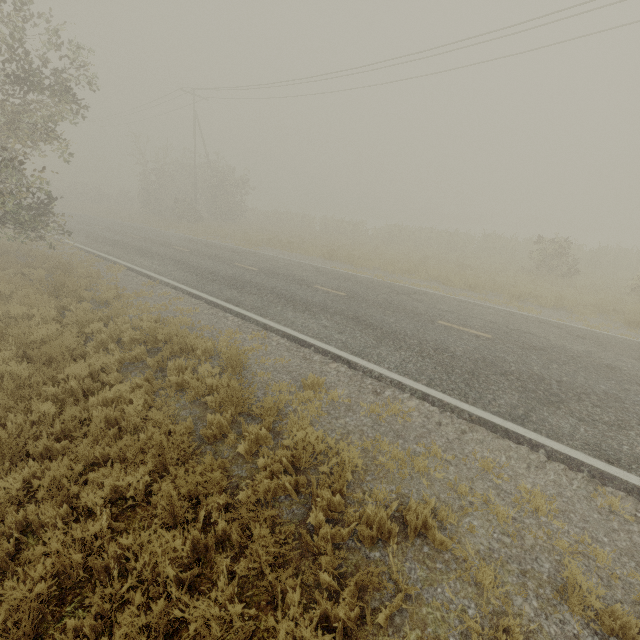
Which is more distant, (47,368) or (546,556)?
(47,368)
